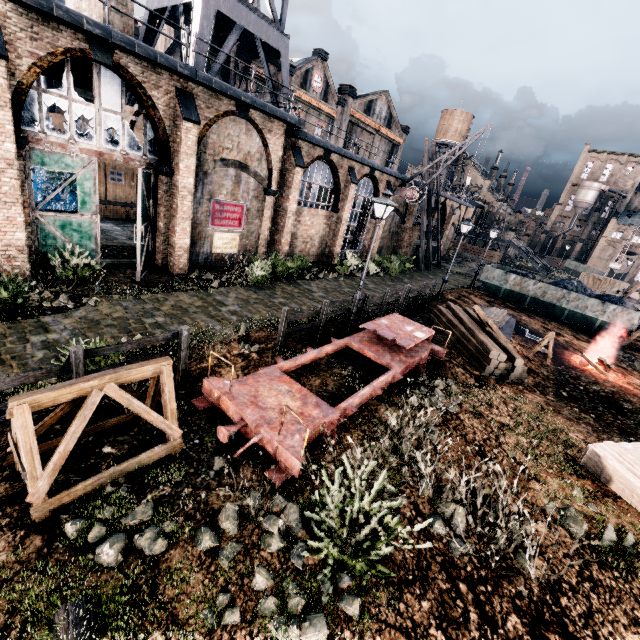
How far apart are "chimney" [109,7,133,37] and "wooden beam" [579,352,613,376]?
25.8m

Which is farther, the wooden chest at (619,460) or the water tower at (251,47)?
the water tower at (251,47)

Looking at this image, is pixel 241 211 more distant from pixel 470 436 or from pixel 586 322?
pixel 586 322

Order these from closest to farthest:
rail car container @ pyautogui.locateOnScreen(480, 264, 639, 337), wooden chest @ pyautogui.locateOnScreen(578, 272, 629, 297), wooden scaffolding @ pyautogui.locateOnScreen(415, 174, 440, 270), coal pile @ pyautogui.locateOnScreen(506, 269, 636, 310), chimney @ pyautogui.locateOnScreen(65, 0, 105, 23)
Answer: chimney @ pyautogui.locateOnScreen(65, 0, 105, 23)
rail car container @ pyautogui.locateOnScreen(480, 264, 639, 337)
coal pile @ pyautogui.locateOnScreen(506, 269, 636, 310)
wooden scaffolding @ pyautogui.locateOnScreen(415, 174, 440, 270)
wooden chest @ pyautogui.locateOnScreen(578, 272, 629, 297)

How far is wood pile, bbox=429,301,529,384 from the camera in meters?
12.3 m

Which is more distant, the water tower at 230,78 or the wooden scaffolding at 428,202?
the wooden scaffolding at 428,202

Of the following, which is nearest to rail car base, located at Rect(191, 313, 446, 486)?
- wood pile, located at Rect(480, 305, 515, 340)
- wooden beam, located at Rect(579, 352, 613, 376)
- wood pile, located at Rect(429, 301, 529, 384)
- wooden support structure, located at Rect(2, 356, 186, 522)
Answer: wooden support structure, located at Rect(2, 356, 186, 522)

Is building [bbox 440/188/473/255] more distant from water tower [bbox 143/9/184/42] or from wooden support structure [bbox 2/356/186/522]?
wooden support structure [bbox 2/356/186/522]
